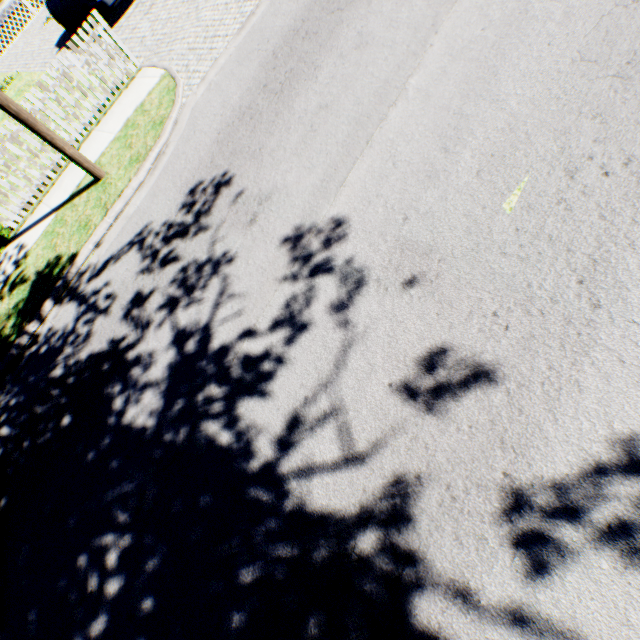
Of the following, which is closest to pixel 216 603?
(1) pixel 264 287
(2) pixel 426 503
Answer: (2) pixel 426 503

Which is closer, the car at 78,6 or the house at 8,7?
the car at 78,6

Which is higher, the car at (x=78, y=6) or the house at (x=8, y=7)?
the house at (x=8, y=7)

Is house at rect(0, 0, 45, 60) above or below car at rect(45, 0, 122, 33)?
above

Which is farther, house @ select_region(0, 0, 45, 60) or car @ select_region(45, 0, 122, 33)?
house @ select_region(0, 0, 45, 60)
